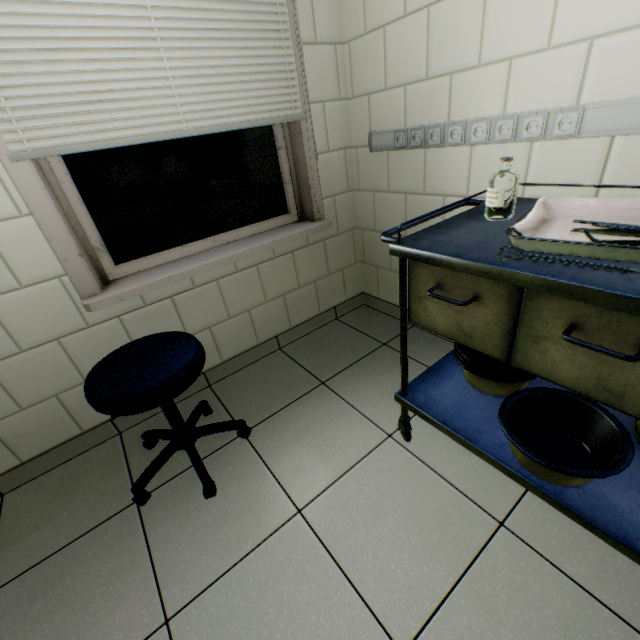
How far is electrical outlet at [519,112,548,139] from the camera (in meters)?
1.15

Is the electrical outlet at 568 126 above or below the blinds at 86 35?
below

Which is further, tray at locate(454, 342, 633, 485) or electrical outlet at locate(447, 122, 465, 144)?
electrical outlet at locate(447, 122, 465, 144)

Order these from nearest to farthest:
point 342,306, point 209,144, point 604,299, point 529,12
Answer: point 604,299 < point 529,12 < point 209,144 < point 342,306

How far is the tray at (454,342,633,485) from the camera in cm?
85

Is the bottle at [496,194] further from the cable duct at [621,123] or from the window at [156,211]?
the window at [156,211]

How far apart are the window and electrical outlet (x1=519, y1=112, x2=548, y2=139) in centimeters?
62cm

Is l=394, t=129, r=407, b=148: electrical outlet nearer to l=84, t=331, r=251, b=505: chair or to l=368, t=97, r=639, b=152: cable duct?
l=368, t=97, r=639, b=152: cable duct
